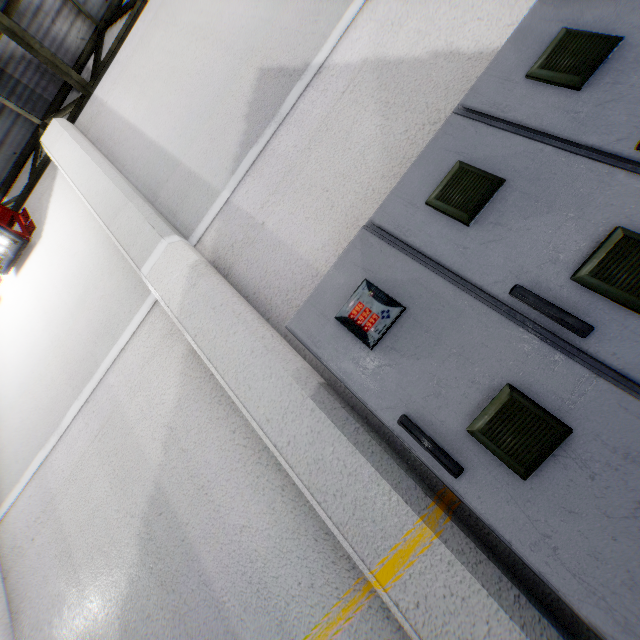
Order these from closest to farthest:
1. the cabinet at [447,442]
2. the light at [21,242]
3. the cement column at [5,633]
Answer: the cabinet at [447,442]
the cement column at [5,633]
the light at [21,242]

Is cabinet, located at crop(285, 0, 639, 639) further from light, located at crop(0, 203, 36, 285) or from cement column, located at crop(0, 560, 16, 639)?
light, located at crop(0, 203, 36, 285)

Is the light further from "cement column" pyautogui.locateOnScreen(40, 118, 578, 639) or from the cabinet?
the cabinet

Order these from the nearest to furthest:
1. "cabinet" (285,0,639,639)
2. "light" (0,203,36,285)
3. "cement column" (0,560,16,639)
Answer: "cabinet" (285,0,639,639) → "cement column" (0,560,16,639) → "light" (0,203,36,285)

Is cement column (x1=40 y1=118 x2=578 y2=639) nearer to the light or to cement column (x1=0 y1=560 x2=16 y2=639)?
the light

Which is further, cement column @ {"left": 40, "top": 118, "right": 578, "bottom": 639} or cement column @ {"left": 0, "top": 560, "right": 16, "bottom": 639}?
cement column @ {"left": 0, "top": 560, "right": 16, "bottom": 639}

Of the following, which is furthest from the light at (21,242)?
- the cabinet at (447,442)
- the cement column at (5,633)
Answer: the cabinet at (447,442)

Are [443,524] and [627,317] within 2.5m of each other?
yes
